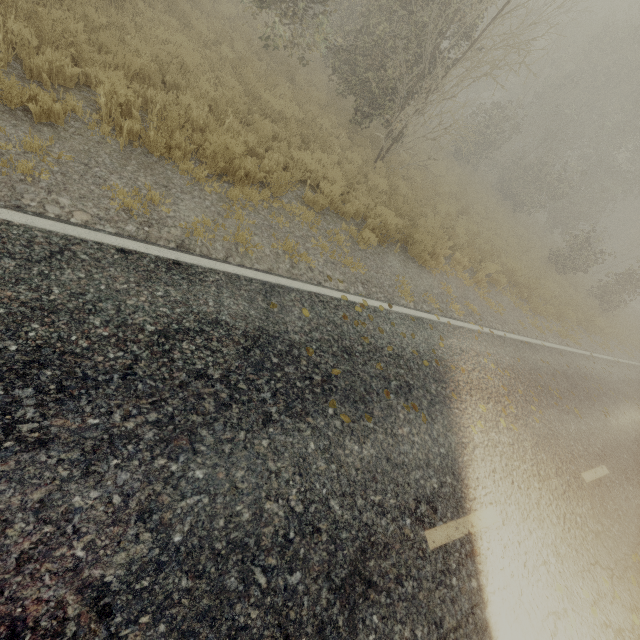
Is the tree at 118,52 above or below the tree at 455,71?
below

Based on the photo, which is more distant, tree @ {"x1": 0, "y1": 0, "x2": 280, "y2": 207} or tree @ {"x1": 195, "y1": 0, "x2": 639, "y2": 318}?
tree @ {"x1": 195, "y1": 0, "x2": 639, "y2": 318}

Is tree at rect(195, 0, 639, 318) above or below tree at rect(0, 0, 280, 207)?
above

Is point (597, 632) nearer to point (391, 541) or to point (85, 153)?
point (391, 541)

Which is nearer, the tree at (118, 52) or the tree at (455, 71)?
the tree at (118, 52)
